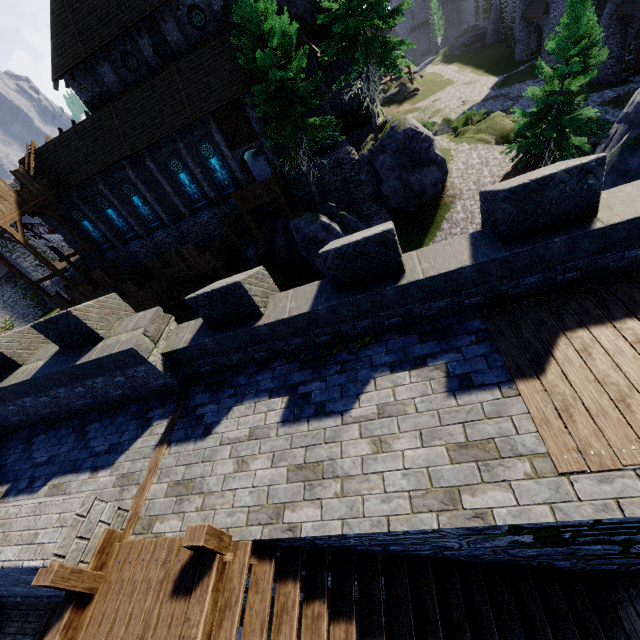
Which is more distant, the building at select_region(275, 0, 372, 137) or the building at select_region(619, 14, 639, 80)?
the building at select_region(619, 14, 639, 80)

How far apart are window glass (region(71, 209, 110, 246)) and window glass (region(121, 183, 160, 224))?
4.5m

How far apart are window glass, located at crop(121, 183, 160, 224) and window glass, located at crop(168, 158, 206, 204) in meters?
3.5 m

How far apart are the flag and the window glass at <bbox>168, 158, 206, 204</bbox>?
9.77m

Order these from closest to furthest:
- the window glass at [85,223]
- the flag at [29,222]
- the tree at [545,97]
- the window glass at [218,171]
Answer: the tree at [545,97], the flag at [29,222], the window glass at [218,171], the window glass at [85,223]

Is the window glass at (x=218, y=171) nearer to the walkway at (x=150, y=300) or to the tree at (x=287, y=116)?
the walkway at (x=150, y=300)

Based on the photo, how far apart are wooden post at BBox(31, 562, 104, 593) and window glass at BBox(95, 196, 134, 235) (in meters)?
29.98

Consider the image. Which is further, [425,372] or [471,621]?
[425,372]
